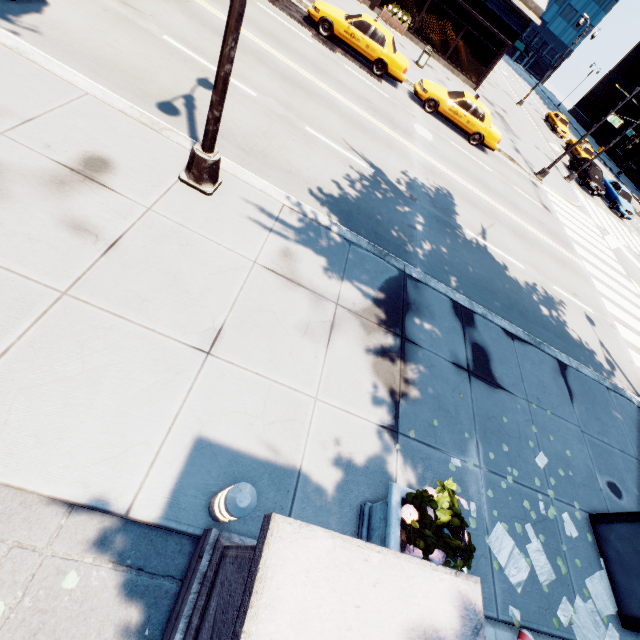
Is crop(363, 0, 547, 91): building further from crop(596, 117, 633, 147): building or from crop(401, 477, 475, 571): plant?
crop(596, 117, 633, 147): building

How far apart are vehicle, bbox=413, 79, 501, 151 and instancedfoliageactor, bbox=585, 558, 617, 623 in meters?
17.5

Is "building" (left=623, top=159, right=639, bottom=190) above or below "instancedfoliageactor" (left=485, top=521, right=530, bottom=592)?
above

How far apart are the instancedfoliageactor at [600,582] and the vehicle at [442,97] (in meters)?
17.48

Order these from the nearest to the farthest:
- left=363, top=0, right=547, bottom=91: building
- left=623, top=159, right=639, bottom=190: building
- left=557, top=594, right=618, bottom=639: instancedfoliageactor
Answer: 1. left=557, top=594, right=618, bottom=639: instancedfoliageactor
2. left=363, top=0, right=547, bottom=91: building
3. left=623, top=159, right=639, bottom=190: building

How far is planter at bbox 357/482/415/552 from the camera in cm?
321

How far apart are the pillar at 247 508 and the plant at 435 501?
1.5 meters

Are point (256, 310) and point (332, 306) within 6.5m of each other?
yes
